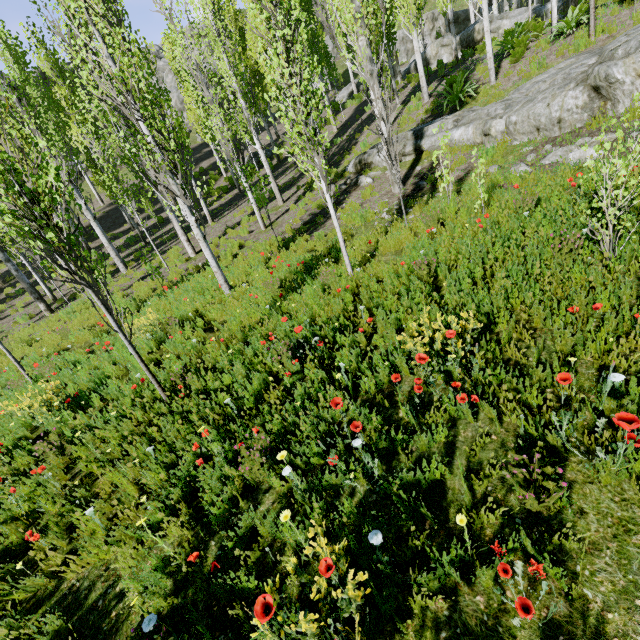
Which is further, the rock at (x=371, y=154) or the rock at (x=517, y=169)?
the rock at (x=371, y=154)

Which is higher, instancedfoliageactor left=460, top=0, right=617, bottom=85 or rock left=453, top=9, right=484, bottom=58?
rock left=453, top=9, right=484, bottom=58

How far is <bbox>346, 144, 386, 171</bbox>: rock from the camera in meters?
12.0 m

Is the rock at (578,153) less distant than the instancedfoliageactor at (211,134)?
No

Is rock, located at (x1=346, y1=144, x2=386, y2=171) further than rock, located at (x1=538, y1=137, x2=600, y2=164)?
Yes

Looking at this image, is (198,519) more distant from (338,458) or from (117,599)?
(338,458)

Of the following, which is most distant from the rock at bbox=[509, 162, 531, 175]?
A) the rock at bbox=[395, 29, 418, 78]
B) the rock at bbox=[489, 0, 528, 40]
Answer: the rock at bbox=[489, 0, 528, 40]

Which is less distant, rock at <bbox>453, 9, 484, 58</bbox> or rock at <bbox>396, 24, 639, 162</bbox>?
rock at <bbox>396, 24, 639, 162</bbox>
